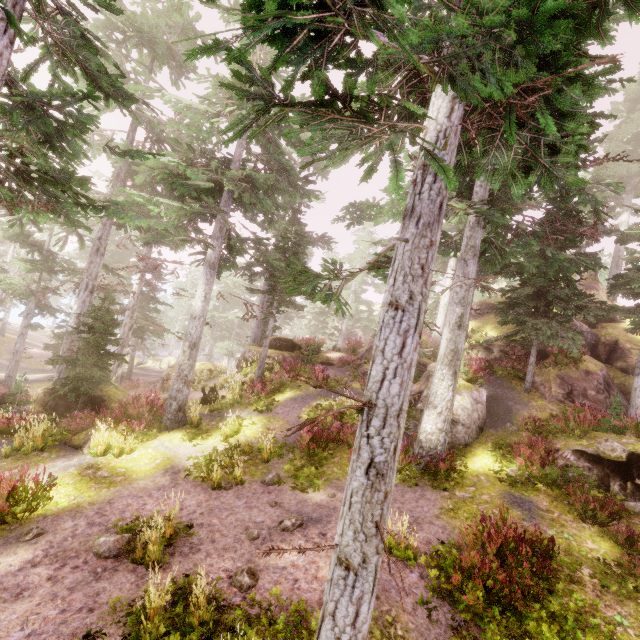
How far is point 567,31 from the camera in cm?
313

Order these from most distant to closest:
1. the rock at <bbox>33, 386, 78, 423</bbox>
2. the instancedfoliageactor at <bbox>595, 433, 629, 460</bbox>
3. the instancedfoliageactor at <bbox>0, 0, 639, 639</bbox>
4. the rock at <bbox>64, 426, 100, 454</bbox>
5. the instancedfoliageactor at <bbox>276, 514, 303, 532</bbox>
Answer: the rock at <bbox>33, 386, 78, 423</bbox>
the rock at <bbox>64, 426, 100, 454</bbox>
the instancedfoliageactor at <bbox>595, 433, 629, 460</bbox>
the instancedfoliageactor at <bbox>276, 514, 303, 532</bbox>
the instancedfoliageactor at <bbox>0, 0, 639, 639</bbox>

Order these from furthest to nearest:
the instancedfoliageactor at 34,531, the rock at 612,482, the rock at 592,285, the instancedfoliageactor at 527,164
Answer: the rock at 592,285 → the rock at 612,482 → the instancedfoliageactor at 34,531 → the instancedfoliageactor at 527,164

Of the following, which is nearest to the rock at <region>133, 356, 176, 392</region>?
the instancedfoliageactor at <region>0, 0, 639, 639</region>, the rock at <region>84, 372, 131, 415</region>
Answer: the instancedfoliageactor at <region>0, 0, 639, 639</region>

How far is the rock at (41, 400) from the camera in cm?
1461

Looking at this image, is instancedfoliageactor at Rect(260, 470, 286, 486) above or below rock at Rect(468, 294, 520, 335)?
below

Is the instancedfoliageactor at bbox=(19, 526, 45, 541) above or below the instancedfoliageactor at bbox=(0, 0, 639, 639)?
below
